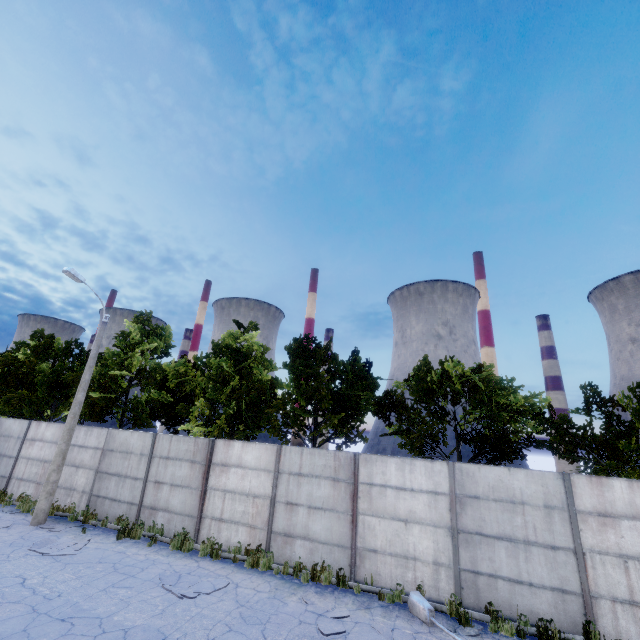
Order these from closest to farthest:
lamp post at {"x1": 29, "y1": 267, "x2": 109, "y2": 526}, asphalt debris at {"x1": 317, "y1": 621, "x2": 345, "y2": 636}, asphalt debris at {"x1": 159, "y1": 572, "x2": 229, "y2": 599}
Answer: asphalt debris at {"x1": 317, "y1": 621, "x2": 345, "y2": 636}, asphalt debris at {"x1": 159, "y1": 572, "x2": 229, "y2": 599}, lamp post at {"x1": 29, "y1": 267, "x2": 109, "y2": 526}

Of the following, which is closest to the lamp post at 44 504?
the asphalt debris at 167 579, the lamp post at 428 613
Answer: the asphalt debris at 167 579

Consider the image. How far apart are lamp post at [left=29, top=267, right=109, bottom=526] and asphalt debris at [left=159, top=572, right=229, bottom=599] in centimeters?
712cm

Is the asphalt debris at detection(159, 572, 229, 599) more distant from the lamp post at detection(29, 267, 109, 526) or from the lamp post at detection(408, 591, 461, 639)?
the lamp post at detection(29, 267, 109, 526)

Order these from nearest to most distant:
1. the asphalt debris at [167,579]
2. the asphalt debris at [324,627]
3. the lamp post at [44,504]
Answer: the asphalt debris at [324,627]
the asphalt debris at [167,579]
the lamp post at [44,504]

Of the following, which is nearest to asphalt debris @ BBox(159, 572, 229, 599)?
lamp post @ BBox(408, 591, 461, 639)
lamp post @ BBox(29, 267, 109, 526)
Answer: lamp post @ BBox(408, 591, 461, 639)

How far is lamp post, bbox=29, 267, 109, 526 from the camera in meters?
12.8 m

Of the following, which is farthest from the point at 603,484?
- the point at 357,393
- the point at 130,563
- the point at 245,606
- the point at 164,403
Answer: the point at 164,403
